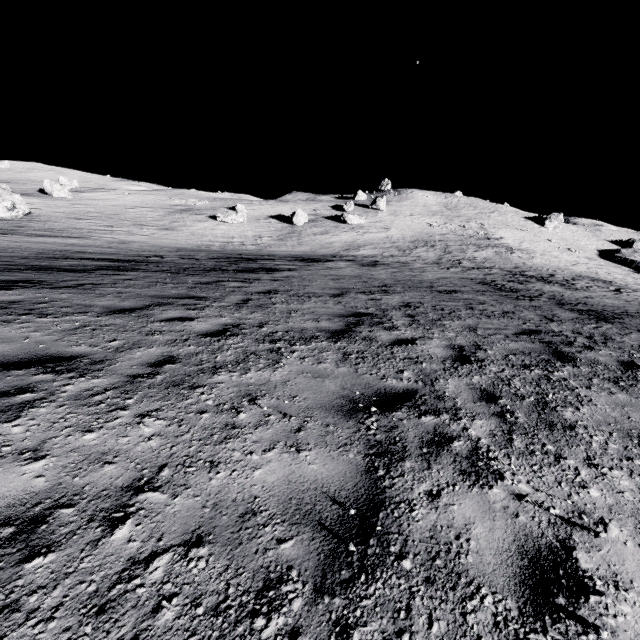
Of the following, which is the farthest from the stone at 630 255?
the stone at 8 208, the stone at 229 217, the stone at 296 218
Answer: the stone at 8 208

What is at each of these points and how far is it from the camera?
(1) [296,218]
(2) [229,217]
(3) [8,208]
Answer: (1) stone, 43.25m
(2) stone, 40.53m
(3) stone, 27.89m

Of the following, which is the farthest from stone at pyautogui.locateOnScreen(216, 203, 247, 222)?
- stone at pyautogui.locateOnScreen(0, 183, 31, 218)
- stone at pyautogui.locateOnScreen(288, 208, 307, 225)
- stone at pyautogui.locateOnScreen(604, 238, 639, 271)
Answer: stone at pyautogui.locateOnScreen(604, 238, 639, 271)

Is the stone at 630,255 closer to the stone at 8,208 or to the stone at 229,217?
the stone at 229,217

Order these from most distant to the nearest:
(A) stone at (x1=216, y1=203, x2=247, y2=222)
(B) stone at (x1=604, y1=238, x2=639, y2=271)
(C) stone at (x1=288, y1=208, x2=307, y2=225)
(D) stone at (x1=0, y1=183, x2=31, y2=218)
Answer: (B) stone at (x1=604, y1=238, x2=639, y2=271) < (C) stone at (x1=288, y1=208, x2=307, y2=225) < (A) stone at (x1=216, y1=203, x2=247, y2=222) < (D) stone at (x1=0, y1=183, x2=31, y2=218)

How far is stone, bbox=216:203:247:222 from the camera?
40.59m

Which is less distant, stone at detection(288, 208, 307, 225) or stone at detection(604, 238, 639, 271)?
stone at detection(288, 208, 307, 225)
